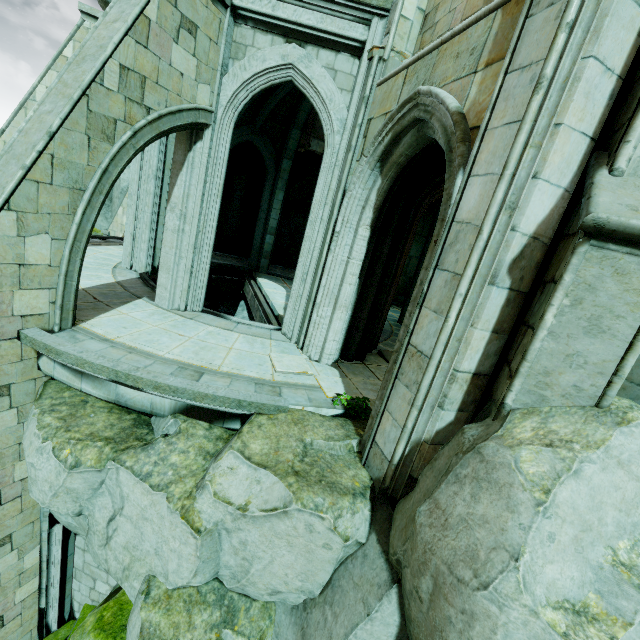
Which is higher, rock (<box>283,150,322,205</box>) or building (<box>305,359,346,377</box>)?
rock (<box>283,150,322,205</box>)

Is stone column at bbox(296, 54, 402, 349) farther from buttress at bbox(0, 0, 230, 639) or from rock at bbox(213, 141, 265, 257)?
rock at bbox(213, 141, 265, 257)

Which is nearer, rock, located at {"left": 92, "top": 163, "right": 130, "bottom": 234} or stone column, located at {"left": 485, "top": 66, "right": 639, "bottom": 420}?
stone column, located at {"left": 485, "top": 66, "right": 639, "bottom": 420}

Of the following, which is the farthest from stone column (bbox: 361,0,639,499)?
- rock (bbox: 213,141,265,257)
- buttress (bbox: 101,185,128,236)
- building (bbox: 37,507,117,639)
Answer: buttress (bbox: 101,185,128,236)

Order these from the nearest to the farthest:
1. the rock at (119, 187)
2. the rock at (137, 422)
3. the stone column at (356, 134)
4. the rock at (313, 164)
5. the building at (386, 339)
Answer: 1. the rock at (137, 422)
2. the stone column at (356, 134)
3. the building at (386, 339)
4. the rock at (119, 187)
5. the rock at (313, 164)

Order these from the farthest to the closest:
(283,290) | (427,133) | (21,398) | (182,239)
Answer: (283,290) < (182,239) < (21,398) < (427,133)

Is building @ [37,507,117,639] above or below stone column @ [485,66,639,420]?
below

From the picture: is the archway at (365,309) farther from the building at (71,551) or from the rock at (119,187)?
the rock at (119,187)
